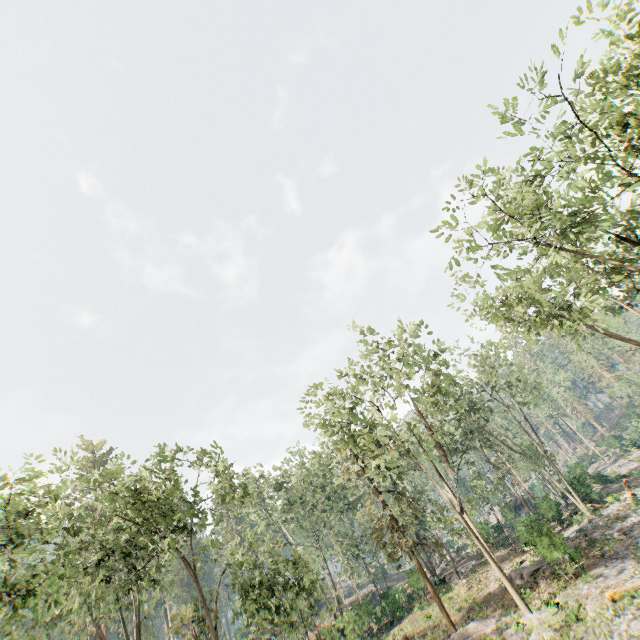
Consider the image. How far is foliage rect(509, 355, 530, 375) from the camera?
32.2m

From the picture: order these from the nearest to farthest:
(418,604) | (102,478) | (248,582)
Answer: (102,478) < (248,582) < (418,604)

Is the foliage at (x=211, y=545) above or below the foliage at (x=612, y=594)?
above

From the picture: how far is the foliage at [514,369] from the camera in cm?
3218

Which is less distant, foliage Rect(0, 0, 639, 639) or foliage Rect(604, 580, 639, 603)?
foliage Rect(604, 580, 639, 603)

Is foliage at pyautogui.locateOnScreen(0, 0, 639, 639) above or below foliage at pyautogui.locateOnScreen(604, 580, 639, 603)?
above
